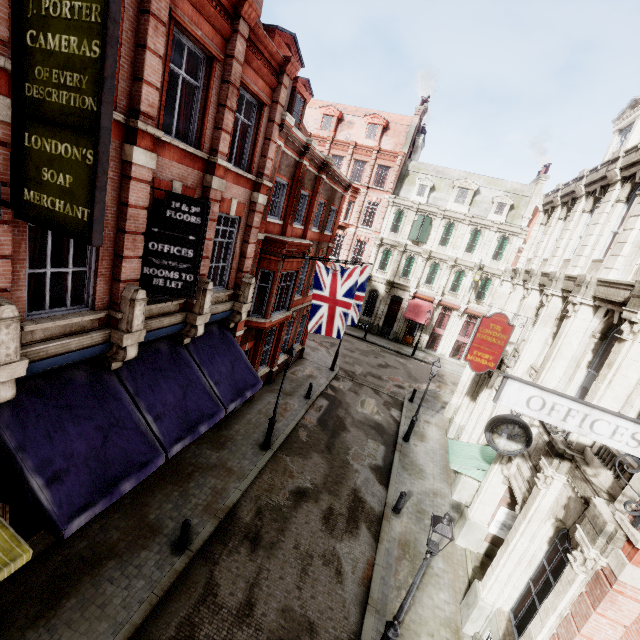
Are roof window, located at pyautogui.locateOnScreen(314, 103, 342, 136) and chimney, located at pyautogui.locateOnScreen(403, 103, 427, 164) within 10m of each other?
yes

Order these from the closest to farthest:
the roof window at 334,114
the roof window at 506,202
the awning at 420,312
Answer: the roof window at 506,202 → the awning at 420,312 → the roof window at 334,114

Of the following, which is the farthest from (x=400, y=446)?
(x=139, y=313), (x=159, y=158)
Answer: (x=159, y=158)

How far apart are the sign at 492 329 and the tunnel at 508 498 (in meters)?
3.55

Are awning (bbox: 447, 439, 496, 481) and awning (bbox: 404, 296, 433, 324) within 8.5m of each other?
no

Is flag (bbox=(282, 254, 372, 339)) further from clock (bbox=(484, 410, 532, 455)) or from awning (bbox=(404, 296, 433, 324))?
awning (bbox=(404, 296, 433, 324))

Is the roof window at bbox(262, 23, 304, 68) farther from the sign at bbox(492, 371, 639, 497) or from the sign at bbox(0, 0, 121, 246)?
the sign at bbox(492, 371, 639, 497)

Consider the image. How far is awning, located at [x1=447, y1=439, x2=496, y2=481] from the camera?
11.6 meters
